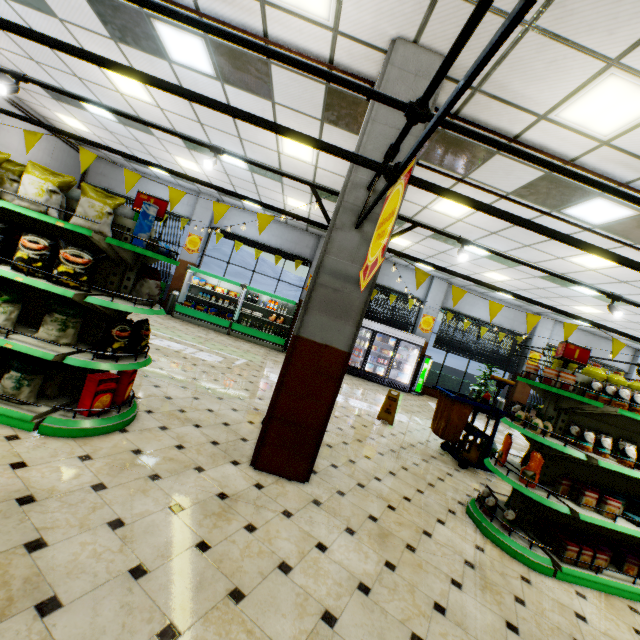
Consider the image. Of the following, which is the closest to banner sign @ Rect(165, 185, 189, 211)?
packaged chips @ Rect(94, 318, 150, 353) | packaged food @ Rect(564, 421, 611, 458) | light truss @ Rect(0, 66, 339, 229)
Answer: light truss @ Rect(0, 66, 339, 229)

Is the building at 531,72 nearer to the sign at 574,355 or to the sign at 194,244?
the sign at 194,244

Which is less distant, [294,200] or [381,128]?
Result: [381,128]

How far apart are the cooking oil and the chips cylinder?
4.8m

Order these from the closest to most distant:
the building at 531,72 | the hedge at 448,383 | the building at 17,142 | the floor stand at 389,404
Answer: the building at 531,72 < the floor stand at 389,404 < the building at 17,142 < the hedge at 448,383

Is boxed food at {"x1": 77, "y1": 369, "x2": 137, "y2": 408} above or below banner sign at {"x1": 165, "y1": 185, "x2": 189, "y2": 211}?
below

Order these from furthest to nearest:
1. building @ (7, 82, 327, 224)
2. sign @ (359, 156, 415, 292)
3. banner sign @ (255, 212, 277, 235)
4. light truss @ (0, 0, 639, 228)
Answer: building @ (7, 82, 327, 224) < banner sign @ (255, 212, 277, 235) < sign @ (359, 156, 415, 292) < light truss @ (0, 0, 639, 228)

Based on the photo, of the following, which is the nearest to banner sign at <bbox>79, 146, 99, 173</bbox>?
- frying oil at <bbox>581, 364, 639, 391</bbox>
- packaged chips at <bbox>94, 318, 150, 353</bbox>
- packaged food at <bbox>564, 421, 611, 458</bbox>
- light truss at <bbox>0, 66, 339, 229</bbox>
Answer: light truss at <bbox>0, 66, 339, 229</bbox>
